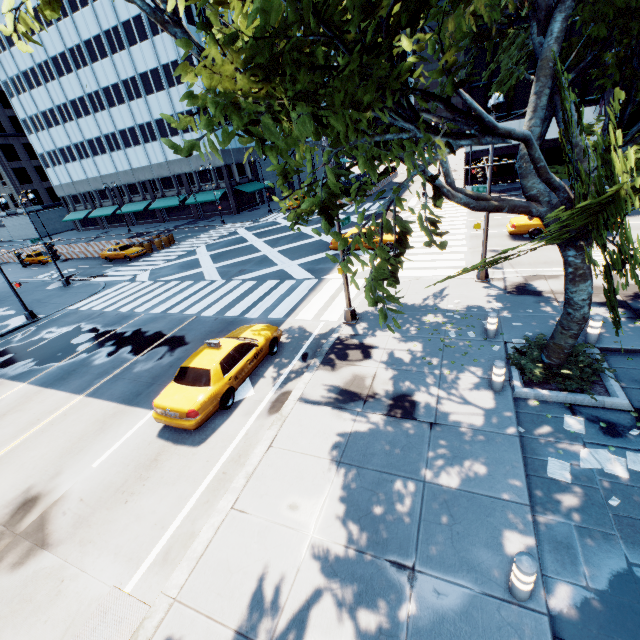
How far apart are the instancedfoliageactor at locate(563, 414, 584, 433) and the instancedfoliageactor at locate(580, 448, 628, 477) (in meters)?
0.41

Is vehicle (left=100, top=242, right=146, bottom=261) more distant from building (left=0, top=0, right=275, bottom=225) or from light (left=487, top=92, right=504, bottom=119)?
light (left=487, top=92, right=504, bottom=119)

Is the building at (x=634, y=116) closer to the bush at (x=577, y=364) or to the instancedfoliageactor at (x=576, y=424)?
the bush at (x=577, y=364)

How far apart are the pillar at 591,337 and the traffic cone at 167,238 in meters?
37.2

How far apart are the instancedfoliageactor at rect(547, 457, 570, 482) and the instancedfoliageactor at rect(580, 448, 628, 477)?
0.20m

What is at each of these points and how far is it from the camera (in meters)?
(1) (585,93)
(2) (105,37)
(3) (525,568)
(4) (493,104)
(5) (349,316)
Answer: (1) building, 29.89
(2) building, 43.81
(3) pillar, 4.42
(4) light, 11.05
(5) light, 13.16

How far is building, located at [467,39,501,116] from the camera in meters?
31.0 m

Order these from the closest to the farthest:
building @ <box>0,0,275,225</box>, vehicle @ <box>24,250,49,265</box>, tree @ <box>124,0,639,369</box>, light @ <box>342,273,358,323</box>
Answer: tree @ <box>124,0,639,369</box>
light @ <box>342,273,358,323</box>
vehicle @ <box>24,250,49,265</box>
building @ <box>0,0,275,225</box>
